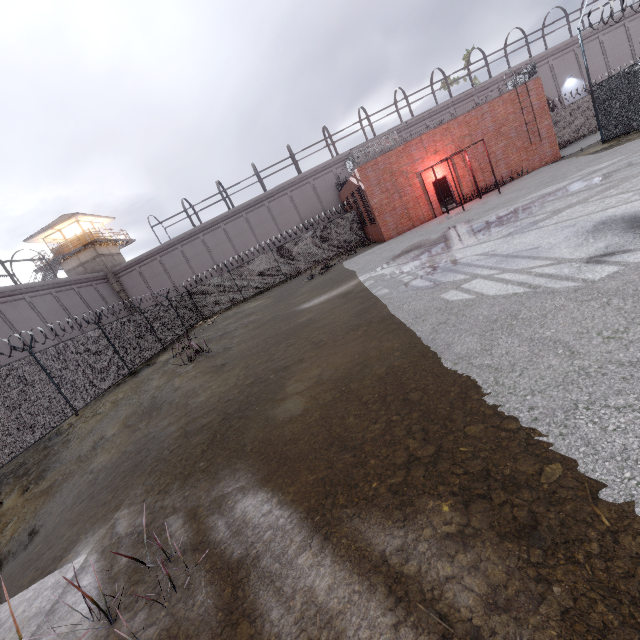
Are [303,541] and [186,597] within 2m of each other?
yes

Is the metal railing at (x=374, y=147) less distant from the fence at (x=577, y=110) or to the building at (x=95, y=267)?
the fence at (x=577, y=110)

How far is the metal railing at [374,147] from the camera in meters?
19.8

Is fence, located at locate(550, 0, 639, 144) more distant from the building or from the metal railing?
the building

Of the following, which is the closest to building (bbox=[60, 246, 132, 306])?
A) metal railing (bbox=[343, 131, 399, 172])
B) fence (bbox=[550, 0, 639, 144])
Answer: fence (bbox=[550, 0, 639, 144])
